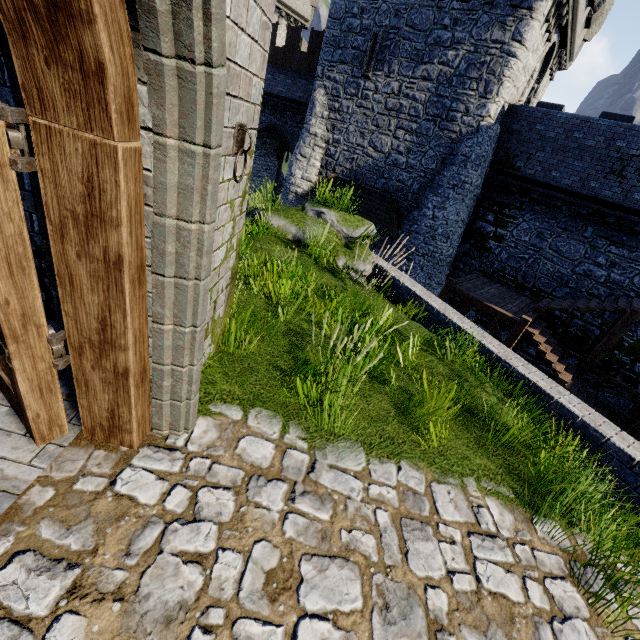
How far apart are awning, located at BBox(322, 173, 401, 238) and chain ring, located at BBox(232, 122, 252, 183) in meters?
14.5 m

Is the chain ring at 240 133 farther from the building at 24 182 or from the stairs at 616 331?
the stairs at 616 331

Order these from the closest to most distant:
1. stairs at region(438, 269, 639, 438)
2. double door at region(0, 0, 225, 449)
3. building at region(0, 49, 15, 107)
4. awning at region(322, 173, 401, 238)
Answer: double door at region(0, 0, 225, 449), building at region(0, 49, 15, 107), stairs at region(438, 269, 639, 438), awning at region(322, 173, 401, 238)

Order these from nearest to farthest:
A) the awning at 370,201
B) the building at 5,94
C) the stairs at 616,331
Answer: the building at 5,94 → the stairs at 616,331 → the awning at 370,201

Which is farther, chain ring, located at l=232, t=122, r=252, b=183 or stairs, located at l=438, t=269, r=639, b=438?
stairs, located at l=438, t=269, r=639, b=438

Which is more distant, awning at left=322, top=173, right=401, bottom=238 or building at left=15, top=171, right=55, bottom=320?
awning at left=322, top=173, right=401, bottom=238

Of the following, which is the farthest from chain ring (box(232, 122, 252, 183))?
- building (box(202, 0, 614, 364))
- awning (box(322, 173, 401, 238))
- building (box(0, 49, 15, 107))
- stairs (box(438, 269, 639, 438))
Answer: building (box(202, 0, 614, 364))

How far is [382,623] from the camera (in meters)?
2.02
